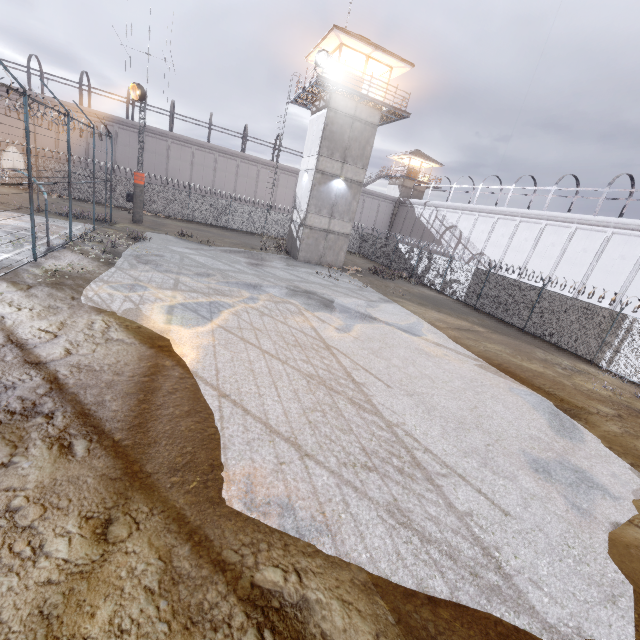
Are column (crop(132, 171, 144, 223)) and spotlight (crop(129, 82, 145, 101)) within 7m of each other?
yes

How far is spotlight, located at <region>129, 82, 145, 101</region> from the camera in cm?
2140

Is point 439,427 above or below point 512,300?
below

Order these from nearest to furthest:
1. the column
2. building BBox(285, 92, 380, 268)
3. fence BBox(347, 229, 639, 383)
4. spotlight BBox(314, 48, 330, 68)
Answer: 1. fence BBox(347, 229, 639, 383)
2. spotlight BBox(314, 48, 330, 68)
3. building BBox(285, 92, 380, 268)
4. the column

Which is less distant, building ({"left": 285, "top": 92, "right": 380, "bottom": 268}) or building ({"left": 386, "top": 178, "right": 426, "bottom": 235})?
building ({"left": 285, "top": 92, "right": 380, "bottom": 268})

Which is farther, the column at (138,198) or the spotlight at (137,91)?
the column at (138,198)

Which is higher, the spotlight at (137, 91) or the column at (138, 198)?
the spotlight at (137, 91)

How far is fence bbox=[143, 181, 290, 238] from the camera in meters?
31.2
